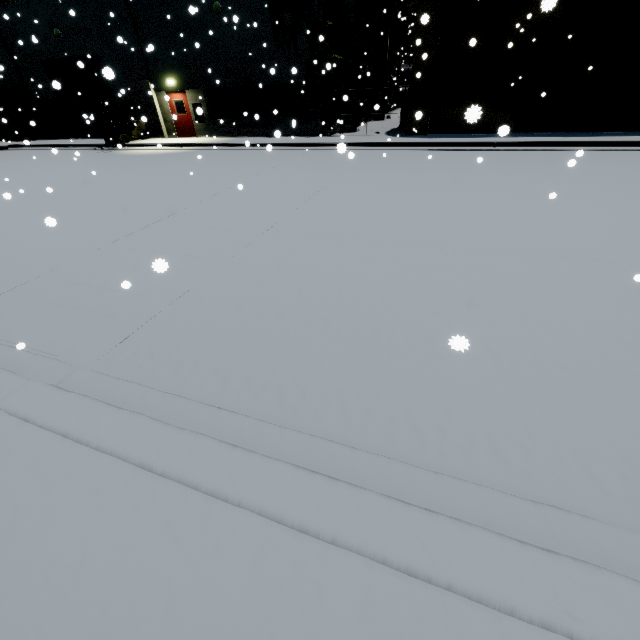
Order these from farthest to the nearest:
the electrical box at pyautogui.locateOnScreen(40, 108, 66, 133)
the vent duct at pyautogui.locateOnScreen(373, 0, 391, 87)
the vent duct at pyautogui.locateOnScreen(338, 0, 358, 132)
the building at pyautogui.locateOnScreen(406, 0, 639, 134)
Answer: the electrical box at pyautogui.locateOnScreen(40, 108, 66, 133), the vent duct at pyautogui.locateOnScreen(373, 0, 391, 87), the vent duct at pyautogui.locateOnScreen(338, 0, 358, 132), the building at pyautogui.locateOnScreen(406, 0, 639, 134)

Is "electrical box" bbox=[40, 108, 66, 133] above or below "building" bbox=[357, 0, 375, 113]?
below

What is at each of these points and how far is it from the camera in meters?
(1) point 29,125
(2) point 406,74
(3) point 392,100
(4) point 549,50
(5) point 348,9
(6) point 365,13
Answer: (1) building, 24.1 m
(2) concrete pipe stack, 33.5 m
(3) building, 32.2 m
(4) building, 13.0 m
(5) vent duct, 14.9 m
(6) building, 20.2 m

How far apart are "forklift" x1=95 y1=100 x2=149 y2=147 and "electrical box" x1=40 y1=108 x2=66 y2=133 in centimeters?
742cm

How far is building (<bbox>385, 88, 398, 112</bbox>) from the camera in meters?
30.0 m

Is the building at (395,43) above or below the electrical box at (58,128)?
above

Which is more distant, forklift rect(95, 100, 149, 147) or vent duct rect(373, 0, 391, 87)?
vent duct rect(373, 0, 391, 87)

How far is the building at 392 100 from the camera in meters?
30.0 m
